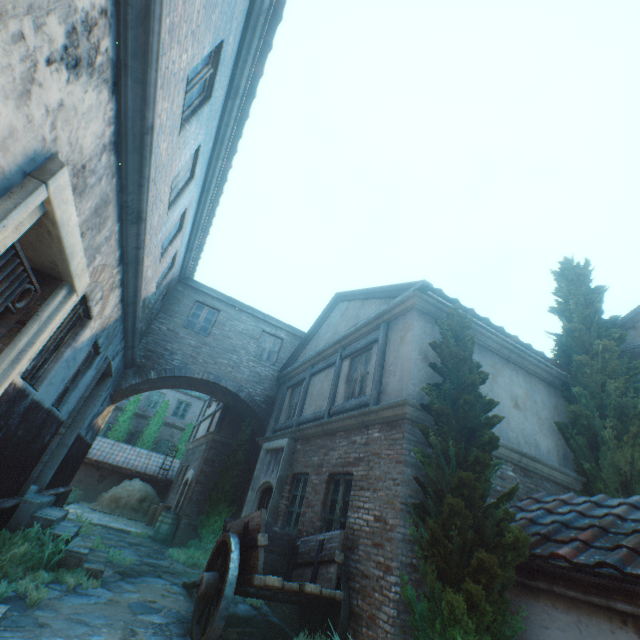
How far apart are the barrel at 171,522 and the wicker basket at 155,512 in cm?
182

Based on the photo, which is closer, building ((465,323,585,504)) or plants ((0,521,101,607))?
plants ((0,521,101,607))

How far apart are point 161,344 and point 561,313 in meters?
13.3 m

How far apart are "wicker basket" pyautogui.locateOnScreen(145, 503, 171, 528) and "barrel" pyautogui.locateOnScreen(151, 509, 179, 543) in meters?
1.8 m

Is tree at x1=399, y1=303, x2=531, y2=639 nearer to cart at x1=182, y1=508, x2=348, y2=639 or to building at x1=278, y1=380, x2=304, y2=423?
building at x1=278, y1=380, x2=304, y2=423

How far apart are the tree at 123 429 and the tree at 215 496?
12.2 meters

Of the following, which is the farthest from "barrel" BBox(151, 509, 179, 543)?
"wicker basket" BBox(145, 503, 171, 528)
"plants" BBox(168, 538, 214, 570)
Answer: "wicker basket" BBox(145, 503, 171, 528)

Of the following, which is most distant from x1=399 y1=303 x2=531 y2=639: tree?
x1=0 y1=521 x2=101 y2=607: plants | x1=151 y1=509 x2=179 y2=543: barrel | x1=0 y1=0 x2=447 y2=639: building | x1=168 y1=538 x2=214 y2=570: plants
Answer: x1=151 y1=509 x2=179 y2=543: barrel
